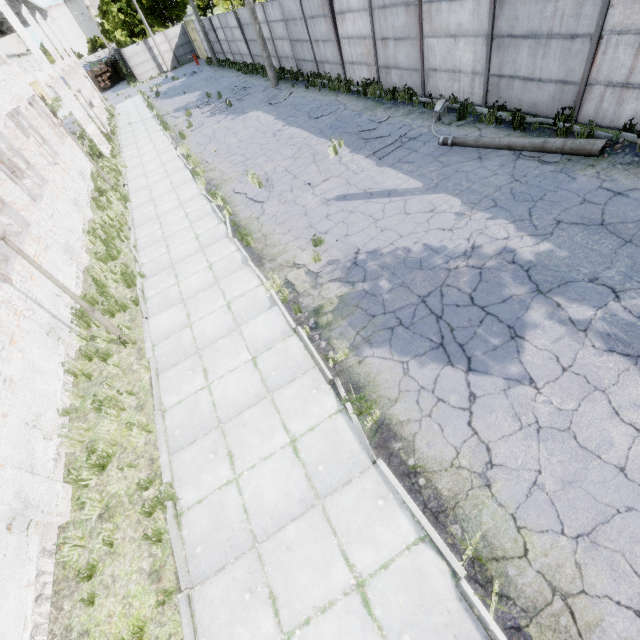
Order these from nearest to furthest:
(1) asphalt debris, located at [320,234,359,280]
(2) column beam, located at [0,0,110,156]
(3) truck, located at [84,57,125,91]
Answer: (1) asphalt debris, located at [320,234,359,280]
(2) column beam, located at [0,0,110,156]
(3) truck, located at [84,57,125,91]

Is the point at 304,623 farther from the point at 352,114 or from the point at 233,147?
the point at 233,147

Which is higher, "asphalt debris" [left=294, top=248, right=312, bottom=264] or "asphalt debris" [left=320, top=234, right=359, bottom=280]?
"asphalt debris" [left=294, top=248, right=312, bottom=264]

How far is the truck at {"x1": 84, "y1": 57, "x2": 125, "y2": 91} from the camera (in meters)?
48.22

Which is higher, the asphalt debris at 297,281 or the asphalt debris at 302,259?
the asphalt debris at 302,259

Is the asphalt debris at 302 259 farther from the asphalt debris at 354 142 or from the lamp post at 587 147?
the lamp post at 587 147

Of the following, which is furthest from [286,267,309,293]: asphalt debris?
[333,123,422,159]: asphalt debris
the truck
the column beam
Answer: the truck

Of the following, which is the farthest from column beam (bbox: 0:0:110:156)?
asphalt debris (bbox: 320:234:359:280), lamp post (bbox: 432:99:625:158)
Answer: asphalt debris (bbox: 320:234:359:280)
